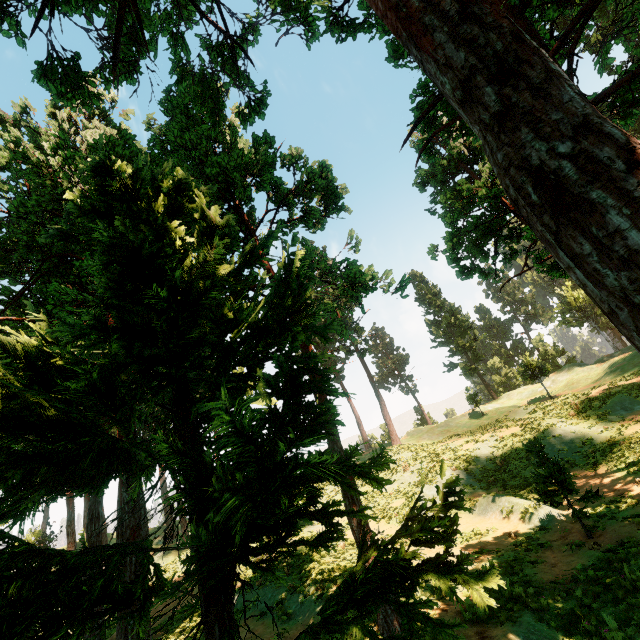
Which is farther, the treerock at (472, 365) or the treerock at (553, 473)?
the treerock at (472, 365)

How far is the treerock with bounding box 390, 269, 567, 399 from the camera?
36.0m

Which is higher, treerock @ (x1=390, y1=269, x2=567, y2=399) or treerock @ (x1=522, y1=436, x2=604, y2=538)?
treerock @ (x1=390, y1=269, x2=567, y2=399)

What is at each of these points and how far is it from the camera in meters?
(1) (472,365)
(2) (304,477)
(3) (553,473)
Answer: (1) treerock, 46.9
(2) treerock, 3.1
(3) treerock, 12.2

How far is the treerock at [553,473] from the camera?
11.7m

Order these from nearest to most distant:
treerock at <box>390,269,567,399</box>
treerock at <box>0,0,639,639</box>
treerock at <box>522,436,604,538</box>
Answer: treerock at <box>0,0,639,639</box>
treerock at <box>522,436,604,538</box>
treerock at <box>390,269,567,399</box>
